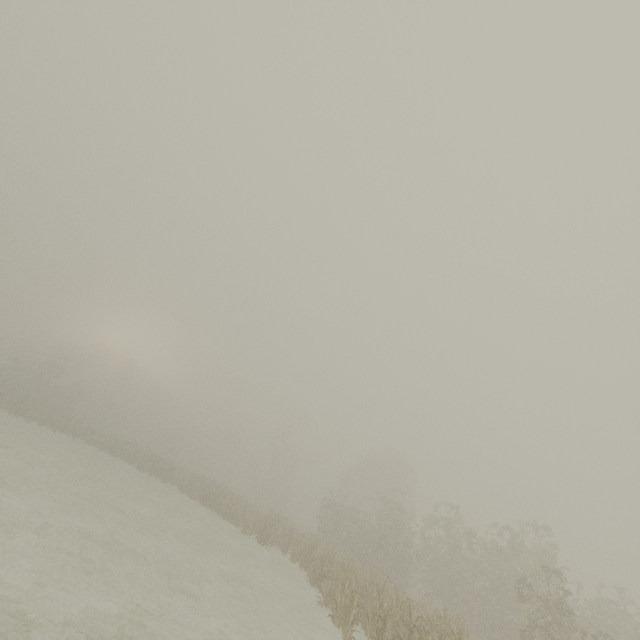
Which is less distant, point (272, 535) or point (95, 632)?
point (95, 632)
